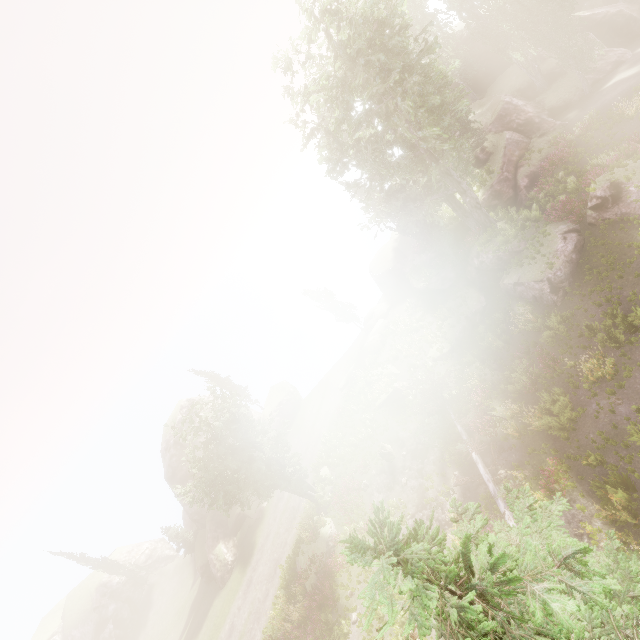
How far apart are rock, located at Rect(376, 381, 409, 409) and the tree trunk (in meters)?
3.48

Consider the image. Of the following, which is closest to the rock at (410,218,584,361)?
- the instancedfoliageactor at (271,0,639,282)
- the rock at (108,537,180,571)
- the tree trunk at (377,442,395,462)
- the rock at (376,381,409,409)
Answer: the instancedfoliageactor at (271,0,639,282)

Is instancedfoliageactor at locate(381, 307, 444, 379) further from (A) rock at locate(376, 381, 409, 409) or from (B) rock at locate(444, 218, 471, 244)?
(A) rock at locate(376, 381, 409, 409)

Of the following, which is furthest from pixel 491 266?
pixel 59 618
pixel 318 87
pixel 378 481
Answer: pixel 59 618

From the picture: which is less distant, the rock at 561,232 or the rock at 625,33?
the rock at 561,232

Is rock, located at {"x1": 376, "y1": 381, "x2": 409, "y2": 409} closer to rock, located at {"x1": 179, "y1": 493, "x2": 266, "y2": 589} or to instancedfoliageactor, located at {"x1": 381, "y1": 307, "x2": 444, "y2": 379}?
instancedfoliageactor, located at {"x1": 381, "y1": 307, "x2": 444, "y2": 379}

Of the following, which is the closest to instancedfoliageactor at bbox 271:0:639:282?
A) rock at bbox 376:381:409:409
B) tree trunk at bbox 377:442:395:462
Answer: rock at bbox 376:381:409:409

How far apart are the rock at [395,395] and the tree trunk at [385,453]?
3.48m
